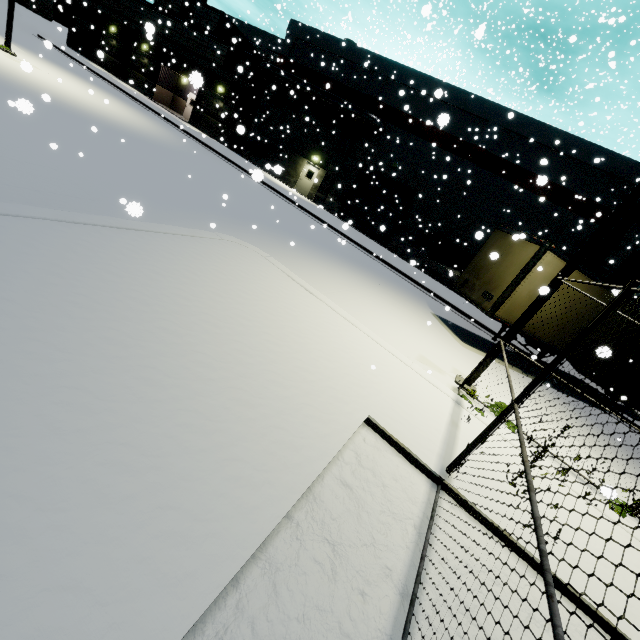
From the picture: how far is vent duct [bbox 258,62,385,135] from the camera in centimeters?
2289cm

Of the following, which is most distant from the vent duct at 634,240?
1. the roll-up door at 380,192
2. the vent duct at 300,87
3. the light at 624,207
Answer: the vent duct at 300,87

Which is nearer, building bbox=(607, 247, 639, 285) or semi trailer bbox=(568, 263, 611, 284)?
semi trailer bbox=(568, 263, 611, 284)

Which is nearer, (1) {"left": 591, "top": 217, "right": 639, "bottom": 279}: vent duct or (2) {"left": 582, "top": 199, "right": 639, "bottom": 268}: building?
(1) {"left": 591, "top": 217, "right": 639, "bottom": 279}: vent duct

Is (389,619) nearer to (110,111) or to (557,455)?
(557,455)

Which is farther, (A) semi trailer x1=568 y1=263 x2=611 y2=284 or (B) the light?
(A) semi trailer x1=568 y1=263 x2=611 y2=284

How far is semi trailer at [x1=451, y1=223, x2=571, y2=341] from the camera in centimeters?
1013cm

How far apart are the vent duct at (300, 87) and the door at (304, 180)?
4.1m
